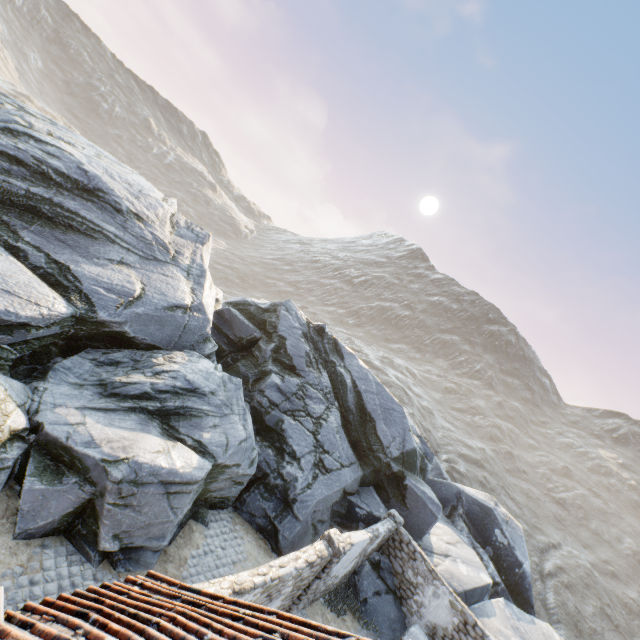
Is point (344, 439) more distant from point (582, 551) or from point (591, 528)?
point (591, 528)

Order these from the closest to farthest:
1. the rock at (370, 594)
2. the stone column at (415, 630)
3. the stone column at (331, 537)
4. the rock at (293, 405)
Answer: the rock at (293, 405), the stone column at (331, 537), the stone column at (415, 630), the rock at (370, 594)

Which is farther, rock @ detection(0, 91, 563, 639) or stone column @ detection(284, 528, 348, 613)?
stone column @ detection(284, 528, 348, 613)

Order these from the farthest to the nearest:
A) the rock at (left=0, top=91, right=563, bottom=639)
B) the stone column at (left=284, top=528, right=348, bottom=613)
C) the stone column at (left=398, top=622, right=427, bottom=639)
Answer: the stone column at (left=398, top=622, right=427, bottom=639)
the stone column at (left=284, top=528, right=348, bottom=613)
the rock at (left=0, top=91, right=563, bottom=639)

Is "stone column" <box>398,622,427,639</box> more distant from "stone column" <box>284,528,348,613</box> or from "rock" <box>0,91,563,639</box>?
"stone column" <box>284,528,348,613</box>

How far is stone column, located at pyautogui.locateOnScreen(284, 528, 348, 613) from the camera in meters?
9.1 m

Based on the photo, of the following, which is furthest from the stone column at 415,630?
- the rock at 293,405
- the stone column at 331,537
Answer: the stone column at 331,537
